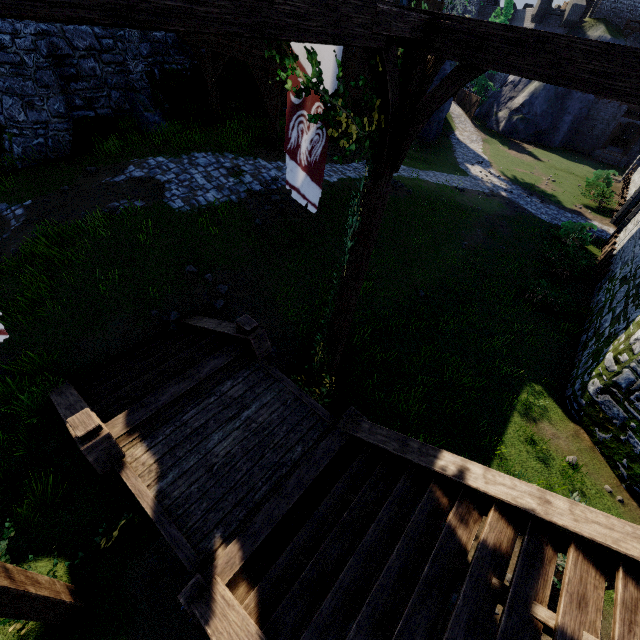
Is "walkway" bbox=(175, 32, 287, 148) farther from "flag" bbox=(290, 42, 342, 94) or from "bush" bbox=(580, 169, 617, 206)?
"bush" bbox=(580, 169, 617, 206)

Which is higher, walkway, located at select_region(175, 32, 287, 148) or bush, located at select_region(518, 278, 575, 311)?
walkway, located at select_region(175, 32, 287, 148)

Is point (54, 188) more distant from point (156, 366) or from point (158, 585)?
point (158, 585)

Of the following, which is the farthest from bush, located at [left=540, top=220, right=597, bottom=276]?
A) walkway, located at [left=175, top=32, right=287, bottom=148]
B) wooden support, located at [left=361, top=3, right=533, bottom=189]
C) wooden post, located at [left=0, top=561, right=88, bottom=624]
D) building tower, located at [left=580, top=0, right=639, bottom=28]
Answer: building tower, located at [left=580, top=0, right=639, bottom=28]

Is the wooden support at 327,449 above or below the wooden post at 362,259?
below

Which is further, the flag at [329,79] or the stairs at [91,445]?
the stairs at [91,445]

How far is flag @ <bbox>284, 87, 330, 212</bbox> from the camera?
3.5 meters

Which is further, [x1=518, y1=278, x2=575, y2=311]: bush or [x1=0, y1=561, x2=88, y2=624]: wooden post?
[x1=518, y1=278, x2=575, y2=311]: bush
